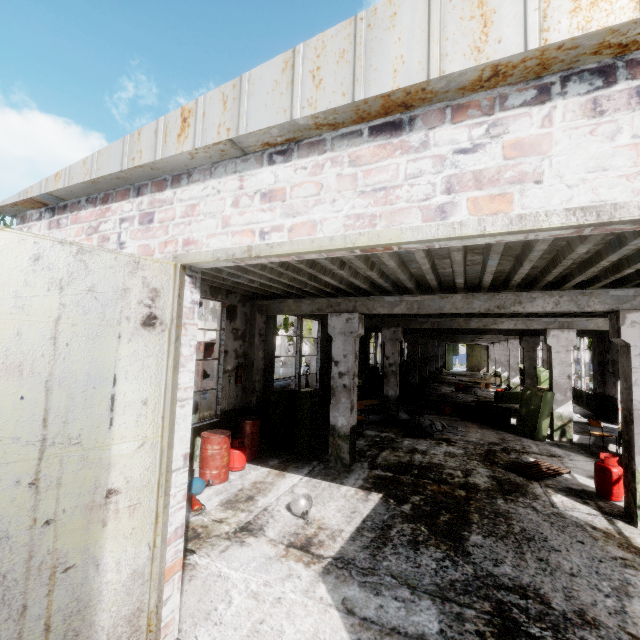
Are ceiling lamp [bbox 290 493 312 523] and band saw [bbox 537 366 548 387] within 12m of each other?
no

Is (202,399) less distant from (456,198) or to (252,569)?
(252,569)

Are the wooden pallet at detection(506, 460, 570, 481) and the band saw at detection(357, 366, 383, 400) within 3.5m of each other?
no

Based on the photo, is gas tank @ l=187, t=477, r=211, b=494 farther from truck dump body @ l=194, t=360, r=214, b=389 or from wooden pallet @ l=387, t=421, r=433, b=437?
truck dump body @ l=194, t=360, r=214, b=389

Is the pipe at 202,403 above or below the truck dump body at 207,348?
below

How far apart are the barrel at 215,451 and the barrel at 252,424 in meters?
0.9

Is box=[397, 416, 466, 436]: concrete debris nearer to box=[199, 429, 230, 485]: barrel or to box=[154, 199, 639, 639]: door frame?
box=[199, 429, 230, 485]: barrel

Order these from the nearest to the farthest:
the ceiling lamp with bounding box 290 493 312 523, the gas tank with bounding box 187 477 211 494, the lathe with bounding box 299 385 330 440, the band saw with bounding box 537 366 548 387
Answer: the ceiling lamp with bounding box 290 493 312 523 < the gas tank with bounding box 187 477 211 494 < the lathe with bounding box 299 385 330 440 < the band saw with bounding box 537 366 548 387
